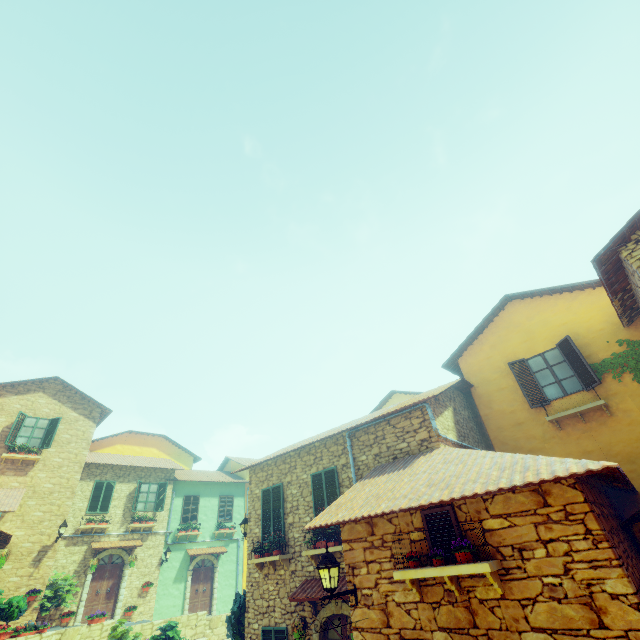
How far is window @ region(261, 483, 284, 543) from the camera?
10.75m

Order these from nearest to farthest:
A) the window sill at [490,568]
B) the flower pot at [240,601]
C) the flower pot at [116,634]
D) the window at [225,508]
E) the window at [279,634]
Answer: the window sill at [490,568]
the window at [279,634]
the flower pot at [240,601]
the flower pot at [116,634]
the window at [225,508]

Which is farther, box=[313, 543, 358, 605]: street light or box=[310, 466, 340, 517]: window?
box=[310, 466, 340, 517]: window

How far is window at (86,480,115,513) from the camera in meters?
17.9

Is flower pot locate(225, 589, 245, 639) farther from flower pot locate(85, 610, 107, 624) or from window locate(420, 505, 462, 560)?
window locate(420, 505, 462, 560)

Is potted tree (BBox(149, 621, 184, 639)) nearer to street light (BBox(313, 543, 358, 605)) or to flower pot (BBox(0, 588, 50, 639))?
flower pot (BBox(0, 588, 50, 639))

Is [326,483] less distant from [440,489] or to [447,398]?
[447,398]

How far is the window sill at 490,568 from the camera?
4.4 meters
